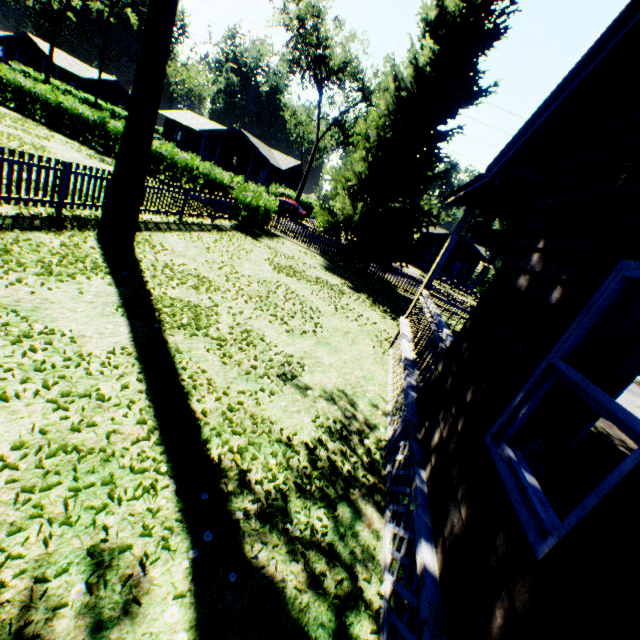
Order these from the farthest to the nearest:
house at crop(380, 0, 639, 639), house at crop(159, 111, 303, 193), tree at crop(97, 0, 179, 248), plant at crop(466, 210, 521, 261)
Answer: plant at crop(466, 210, 521, 261), house at crop(159, 111, 303, 193), tree at crop(97, 0, 179, 248), house at crop(380, 0, 639, 639)

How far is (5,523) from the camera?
2.46m

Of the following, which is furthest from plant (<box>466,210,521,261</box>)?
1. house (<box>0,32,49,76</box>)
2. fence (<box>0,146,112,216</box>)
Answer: house (<box>0,32,49,76</box>)

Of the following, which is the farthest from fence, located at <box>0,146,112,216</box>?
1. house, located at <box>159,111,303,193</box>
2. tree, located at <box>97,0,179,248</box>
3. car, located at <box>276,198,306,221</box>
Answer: house, located at <box>159,111,303,193</box>

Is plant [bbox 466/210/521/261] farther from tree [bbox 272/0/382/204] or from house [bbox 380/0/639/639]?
tree [bbox 272/0/382/204]

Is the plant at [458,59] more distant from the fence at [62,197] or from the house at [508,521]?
the house at [508,521]

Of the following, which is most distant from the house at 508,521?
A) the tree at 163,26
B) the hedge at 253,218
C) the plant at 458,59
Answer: the hedge at 253,218

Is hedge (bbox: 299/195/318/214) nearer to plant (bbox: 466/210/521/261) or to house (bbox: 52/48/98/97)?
plant (bbox: 466/210/521/261)
